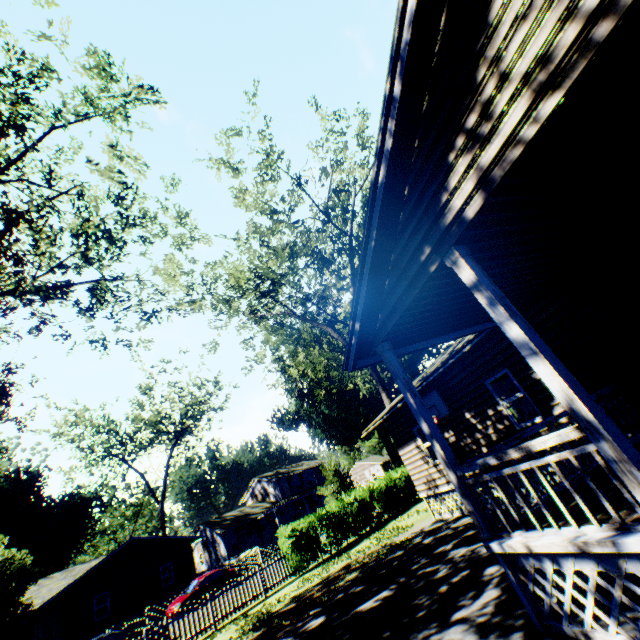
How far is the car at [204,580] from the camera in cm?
2170

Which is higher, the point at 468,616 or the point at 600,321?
the point at 600,321

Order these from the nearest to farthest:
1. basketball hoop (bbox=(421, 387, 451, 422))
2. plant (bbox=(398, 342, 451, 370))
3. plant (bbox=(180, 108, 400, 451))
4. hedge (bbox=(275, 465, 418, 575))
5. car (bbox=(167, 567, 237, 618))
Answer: basketball hoop (bbox=(421, 387, 451, 422))
hedge (bbox=(275, 465, 418, 575))
plant (bbox=(180, 108, 400, 451))
car (bbox=(167, 567, 237, 618))
plant (bbox=(398, 342, 451, 370))

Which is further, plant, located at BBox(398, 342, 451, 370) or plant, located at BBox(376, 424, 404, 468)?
plant, located at BBox(376, 424, 404, 468)

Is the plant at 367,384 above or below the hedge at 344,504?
above

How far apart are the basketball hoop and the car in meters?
21.7

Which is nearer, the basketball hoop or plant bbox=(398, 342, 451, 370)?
the basketball hoop

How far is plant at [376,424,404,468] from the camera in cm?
5219
